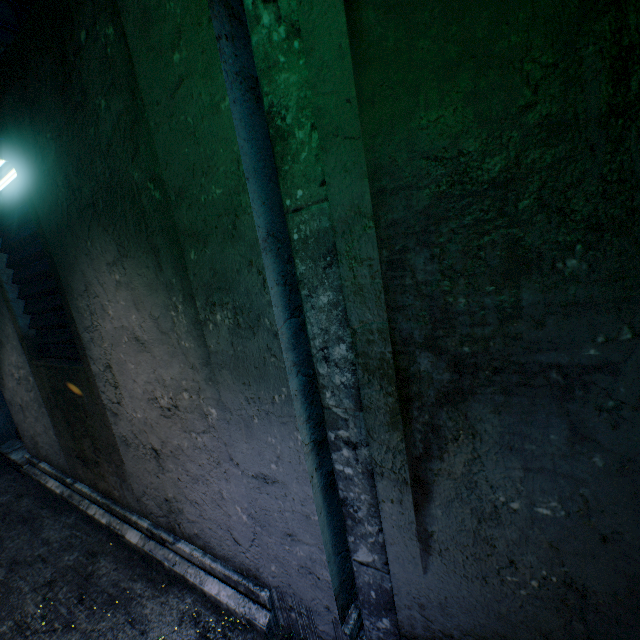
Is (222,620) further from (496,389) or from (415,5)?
(415,5)
